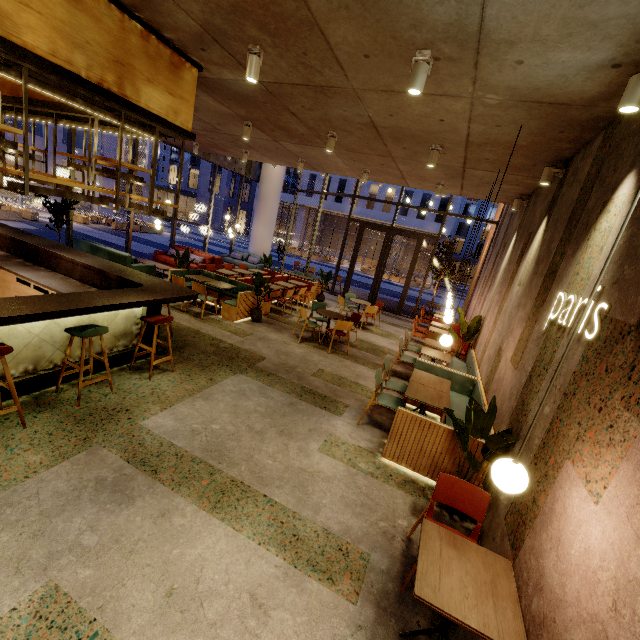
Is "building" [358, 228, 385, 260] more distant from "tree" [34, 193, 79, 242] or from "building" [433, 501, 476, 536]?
"tree" [34, 193, 79, 242]

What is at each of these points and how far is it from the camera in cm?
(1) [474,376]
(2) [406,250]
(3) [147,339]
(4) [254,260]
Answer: (1) seat, 605
(2) building, 4428
(3) bar counter, 544
(4) couch, 1609

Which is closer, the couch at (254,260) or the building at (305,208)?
the couch at (254,260)

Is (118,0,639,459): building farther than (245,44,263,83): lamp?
No

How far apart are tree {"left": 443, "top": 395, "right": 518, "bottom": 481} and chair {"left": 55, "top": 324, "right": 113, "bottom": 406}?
4.2 meters

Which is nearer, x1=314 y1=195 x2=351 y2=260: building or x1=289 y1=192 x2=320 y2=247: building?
x1=314 y1=195 x2=351 y2=260: building

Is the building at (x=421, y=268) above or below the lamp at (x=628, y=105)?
below

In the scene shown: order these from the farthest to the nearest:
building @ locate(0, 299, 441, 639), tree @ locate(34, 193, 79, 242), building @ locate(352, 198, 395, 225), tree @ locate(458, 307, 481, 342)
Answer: building @ locate(352, 198, 395, 225) < tree @ locate(34, 193, 79, 242) < tree @ locate(458, 307, 481, 342) < building @ locate(0, 299, 441, 639)
